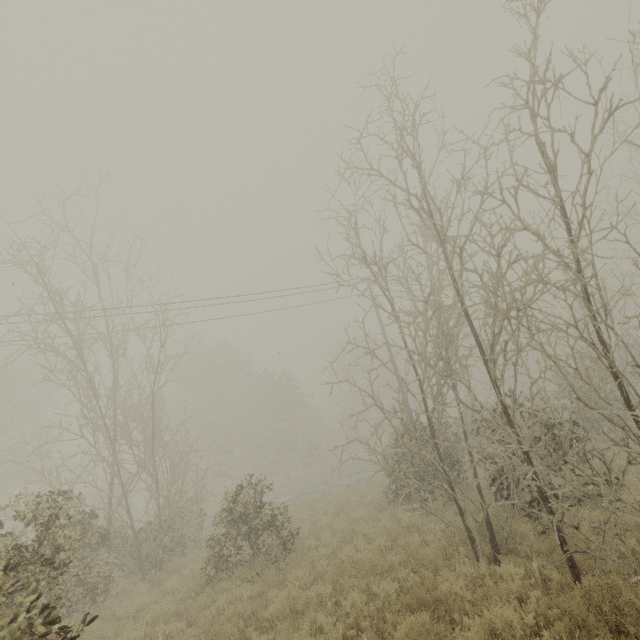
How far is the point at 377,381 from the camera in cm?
4316
